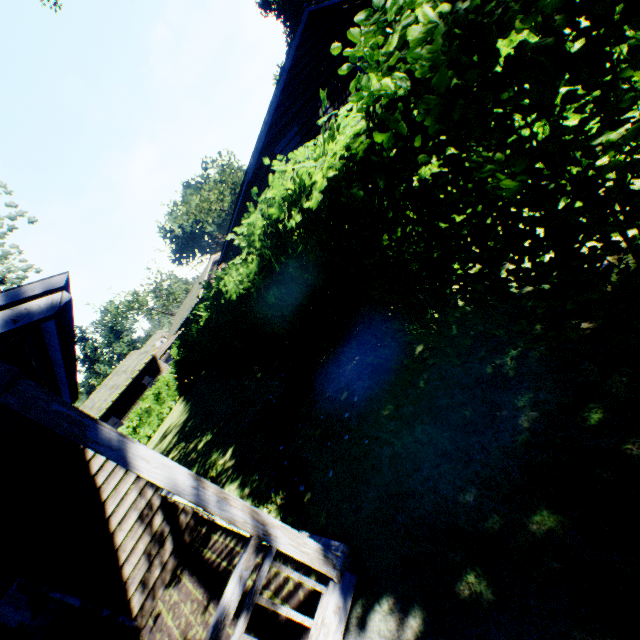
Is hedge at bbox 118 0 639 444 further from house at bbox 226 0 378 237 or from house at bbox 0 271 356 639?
house at bbox 226 0 378 237

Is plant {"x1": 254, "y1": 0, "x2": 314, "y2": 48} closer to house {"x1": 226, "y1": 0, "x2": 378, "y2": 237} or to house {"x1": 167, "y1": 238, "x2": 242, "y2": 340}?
house {"x1": 226, "y1": 0, "x2": 378, "y2": 237}

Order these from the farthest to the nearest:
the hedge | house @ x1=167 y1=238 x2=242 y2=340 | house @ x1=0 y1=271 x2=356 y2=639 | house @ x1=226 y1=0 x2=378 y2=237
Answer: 1. house @ x1=167 y1=238 x2=242 y2=340
2. house @ x1=226 y1=0 x2=378 y2=237
3. house @ x1=0 y1=271 x2=356 y2=639
4. the hedge

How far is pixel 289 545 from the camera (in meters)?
2.95

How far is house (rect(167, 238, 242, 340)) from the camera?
22.78m

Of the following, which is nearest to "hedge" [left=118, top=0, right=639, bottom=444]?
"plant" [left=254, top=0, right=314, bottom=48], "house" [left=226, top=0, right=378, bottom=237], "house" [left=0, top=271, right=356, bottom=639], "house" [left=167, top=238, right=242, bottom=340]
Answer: "house" [left=0, top=271, right=356, bottom=639]

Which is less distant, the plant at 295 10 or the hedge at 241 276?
the hedge at 241 276

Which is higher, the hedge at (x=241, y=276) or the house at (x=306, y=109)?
the house at (x=306, y=109)
